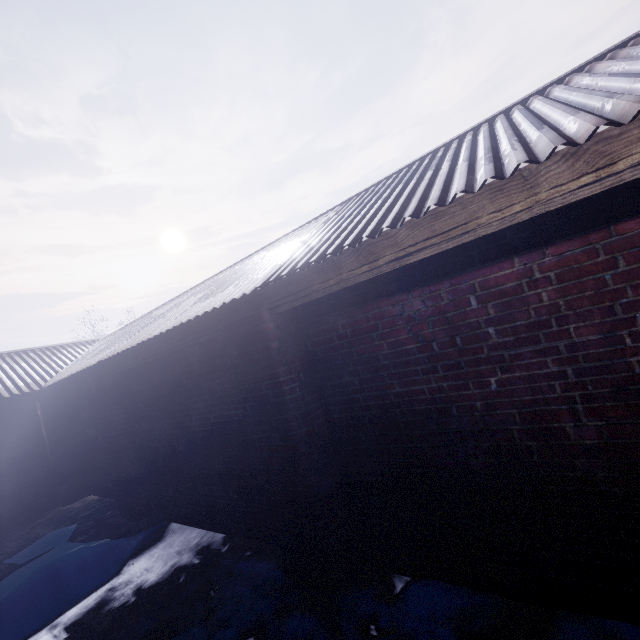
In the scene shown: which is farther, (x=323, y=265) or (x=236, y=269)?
(x=236, y=269)
